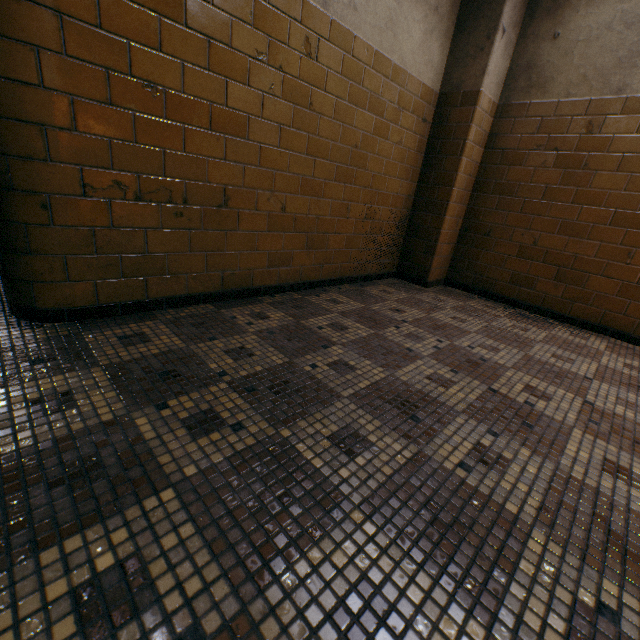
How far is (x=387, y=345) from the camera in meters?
2.1
